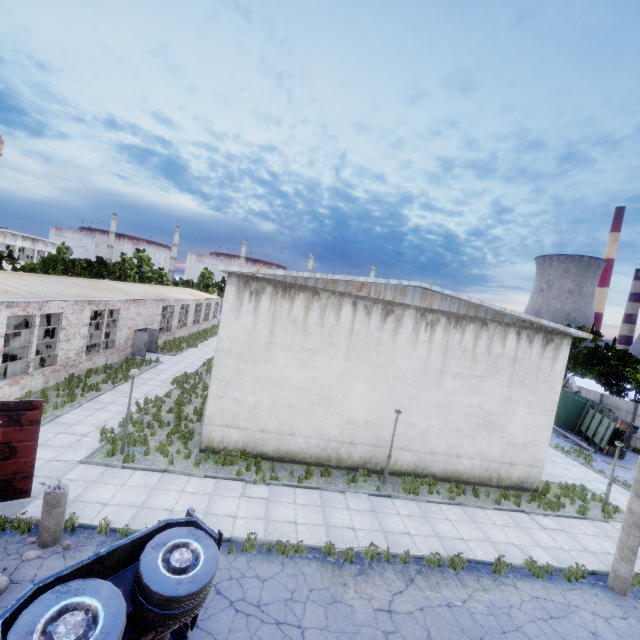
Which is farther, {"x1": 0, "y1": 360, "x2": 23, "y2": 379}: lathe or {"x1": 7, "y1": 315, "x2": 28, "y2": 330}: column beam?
{"x1": 7, "y1": 315, "x2": 28, "y2": 330}: column beam

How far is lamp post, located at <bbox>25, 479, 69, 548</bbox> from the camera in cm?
808

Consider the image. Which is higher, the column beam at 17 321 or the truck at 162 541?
the column beam at 17 321

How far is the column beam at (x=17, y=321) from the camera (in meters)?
18.95

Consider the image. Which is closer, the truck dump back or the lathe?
the truck dump back

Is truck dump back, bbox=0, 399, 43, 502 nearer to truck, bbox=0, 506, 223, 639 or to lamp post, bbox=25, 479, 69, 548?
lamp post, bbox=25, 479, 69, 548

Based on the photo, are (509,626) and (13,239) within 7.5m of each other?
no

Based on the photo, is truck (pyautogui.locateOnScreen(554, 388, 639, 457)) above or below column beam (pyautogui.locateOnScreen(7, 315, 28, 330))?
below
